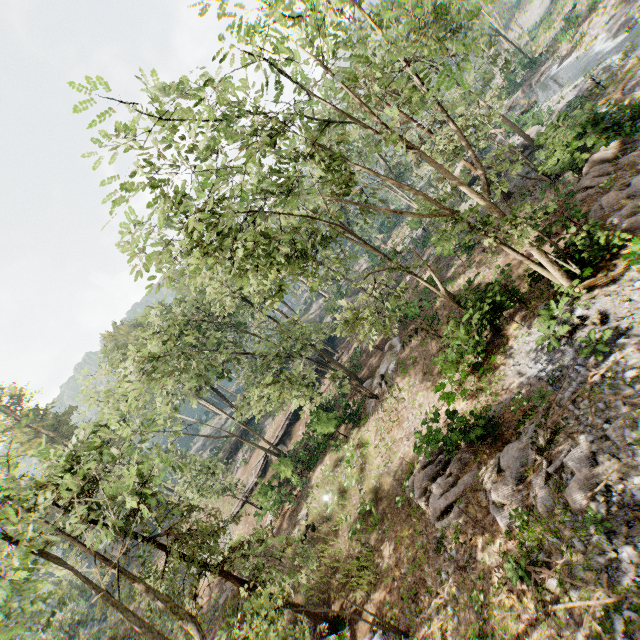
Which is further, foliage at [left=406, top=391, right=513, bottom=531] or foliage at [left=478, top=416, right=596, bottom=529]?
foliage at [left=406, top=391, right=513, bottom=531]

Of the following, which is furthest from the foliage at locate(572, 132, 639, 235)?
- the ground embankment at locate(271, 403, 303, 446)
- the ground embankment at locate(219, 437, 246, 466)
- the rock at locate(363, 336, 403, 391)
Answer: the ground embankment at locate(219, 437, 246, 466)

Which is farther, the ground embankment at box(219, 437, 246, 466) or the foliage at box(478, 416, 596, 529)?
the ground embankment at box(219, 437, 246, 466)

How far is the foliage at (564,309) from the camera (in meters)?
13.69

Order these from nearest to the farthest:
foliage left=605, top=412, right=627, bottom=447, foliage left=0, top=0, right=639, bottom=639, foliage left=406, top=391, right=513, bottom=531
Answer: foliage left=0, top=0, right=639, bottom=639, foliage left=605, top=412, right=627, bottom=447, foliage left=406, top=391, right=513, bottom=531

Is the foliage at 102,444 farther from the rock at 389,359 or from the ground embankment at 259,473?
the rock at 389,359

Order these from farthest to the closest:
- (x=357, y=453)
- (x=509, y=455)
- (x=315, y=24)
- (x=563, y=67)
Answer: (x=563, y=67)
(x=357, y=453)
(x=315, y=24)
(x=509, y=455)
